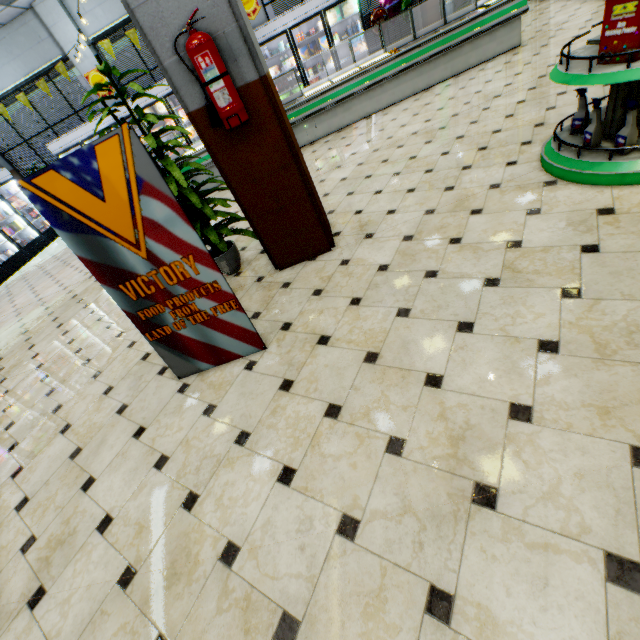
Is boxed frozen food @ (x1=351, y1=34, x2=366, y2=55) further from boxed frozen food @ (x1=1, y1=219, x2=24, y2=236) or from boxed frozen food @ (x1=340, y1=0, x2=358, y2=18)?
boxed frozen food @ (x1=1, y1=219, x2=24, y2=236)

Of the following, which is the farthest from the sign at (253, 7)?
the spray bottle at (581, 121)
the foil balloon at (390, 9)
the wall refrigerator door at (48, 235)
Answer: the spray bottle at (581, 121)

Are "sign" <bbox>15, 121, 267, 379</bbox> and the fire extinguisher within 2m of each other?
yes

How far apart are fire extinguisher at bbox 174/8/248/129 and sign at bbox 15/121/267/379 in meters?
0.7 m

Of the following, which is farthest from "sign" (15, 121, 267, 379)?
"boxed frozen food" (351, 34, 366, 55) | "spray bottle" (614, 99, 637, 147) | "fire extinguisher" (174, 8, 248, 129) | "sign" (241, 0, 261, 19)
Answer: "sign" (241, 0, 261, 19)

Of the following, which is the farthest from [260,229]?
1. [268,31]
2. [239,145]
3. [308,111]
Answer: [268,31]

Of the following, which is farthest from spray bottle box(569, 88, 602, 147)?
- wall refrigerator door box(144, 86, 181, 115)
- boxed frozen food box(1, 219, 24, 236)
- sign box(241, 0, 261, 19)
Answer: boxed frozen food box(1, 219, 24, 236)

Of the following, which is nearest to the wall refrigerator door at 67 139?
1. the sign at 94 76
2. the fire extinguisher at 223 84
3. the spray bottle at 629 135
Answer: the sign at 94 76
